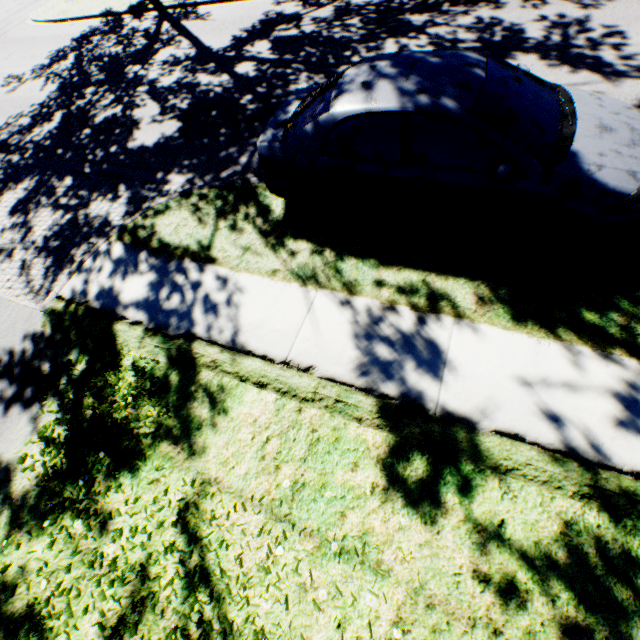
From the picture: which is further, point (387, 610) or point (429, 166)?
point (429, 166)
